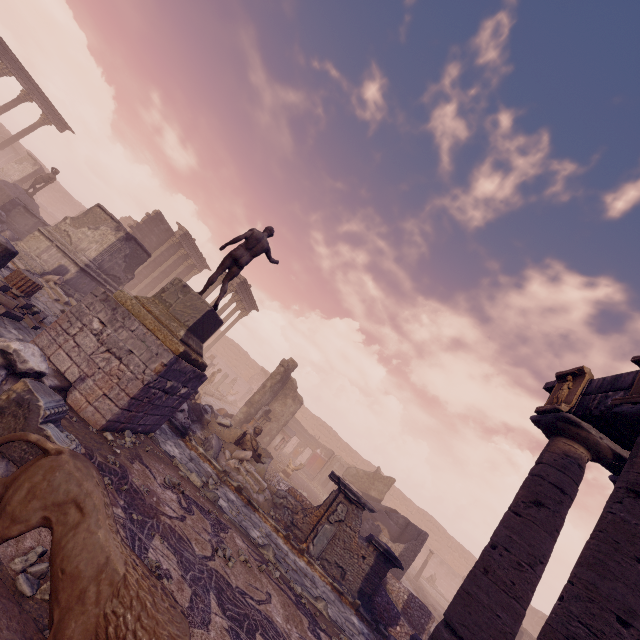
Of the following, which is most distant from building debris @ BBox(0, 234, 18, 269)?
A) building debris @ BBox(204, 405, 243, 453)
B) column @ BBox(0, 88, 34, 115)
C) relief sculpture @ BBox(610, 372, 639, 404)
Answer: column @ BBox(0, 88, 34, 115)

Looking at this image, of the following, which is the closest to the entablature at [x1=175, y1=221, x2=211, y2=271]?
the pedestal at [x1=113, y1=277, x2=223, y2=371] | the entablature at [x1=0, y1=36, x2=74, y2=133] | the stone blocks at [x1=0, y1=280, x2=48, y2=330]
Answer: the entablature at [x1=0, y1=36, x2=74, y2=133]

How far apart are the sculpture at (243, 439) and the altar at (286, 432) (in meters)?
8.64

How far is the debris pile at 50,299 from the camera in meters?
11.3 m

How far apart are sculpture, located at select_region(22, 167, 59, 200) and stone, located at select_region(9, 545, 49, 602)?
22.89m

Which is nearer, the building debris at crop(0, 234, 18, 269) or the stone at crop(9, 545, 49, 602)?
the stone at crop(9, 545, 49, 602)

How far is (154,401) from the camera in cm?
671

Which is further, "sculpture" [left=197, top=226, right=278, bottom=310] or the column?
the column
